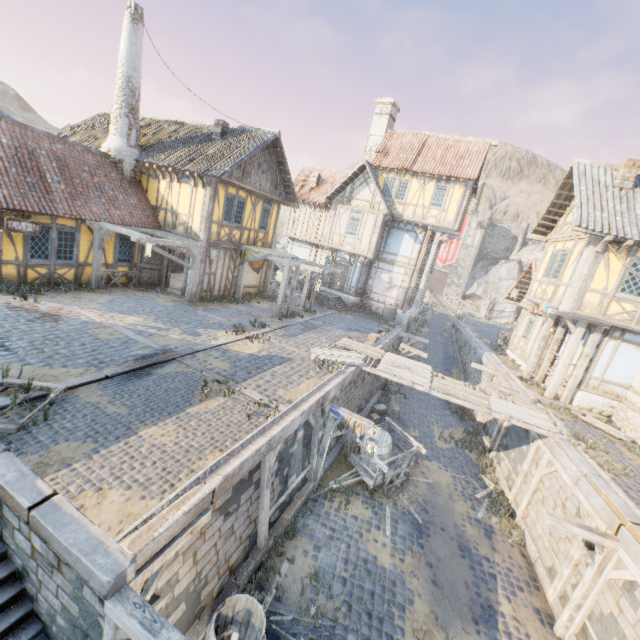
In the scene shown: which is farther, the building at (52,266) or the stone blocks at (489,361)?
the stone blocks at (489,361)

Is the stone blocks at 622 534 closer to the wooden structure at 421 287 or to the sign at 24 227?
the sign at 24 227

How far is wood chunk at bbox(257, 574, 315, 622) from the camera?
6.77m

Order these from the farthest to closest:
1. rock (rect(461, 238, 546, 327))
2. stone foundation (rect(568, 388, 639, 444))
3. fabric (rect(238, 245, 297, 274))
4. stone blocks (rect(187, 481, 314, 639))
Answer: rock (rect(461, 238, 546, 327)), fabric (rect(238, 245, 297, 274)), stone foundation (rect(568, 388, 639, 444)), stone blocks (rect(187, 481, 314, 639))

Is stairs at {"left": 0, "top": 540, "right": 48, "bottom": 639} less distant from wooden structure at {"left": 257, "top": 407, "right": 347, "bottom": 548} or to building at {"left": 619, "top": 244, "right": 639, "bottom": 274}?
wooden structure at {"left": 257, "top": 407, "right": 347, "bottom": 548}

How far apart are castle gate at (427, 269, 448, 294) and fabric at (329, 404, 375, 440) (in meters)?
49.33

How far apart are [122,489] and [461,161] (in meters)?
23.29

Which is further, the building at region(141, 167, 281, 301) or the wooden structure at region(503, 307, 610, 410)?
the building at region(141, 167, 281, 301)
